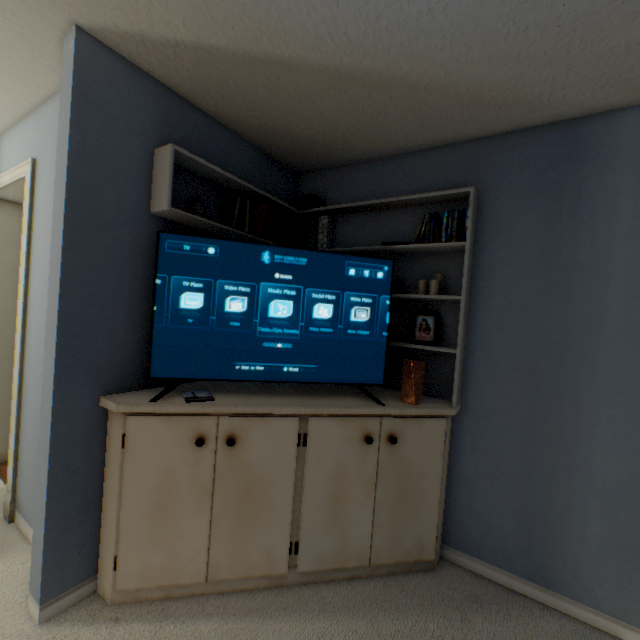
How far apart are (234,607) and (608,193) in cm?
267

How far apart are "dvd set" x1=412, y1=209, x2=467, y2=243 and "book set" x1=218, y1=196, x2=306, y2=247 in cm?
88

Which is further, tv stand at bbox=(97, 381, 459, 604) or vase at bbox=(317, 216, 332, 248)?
vase at bbox=(317, 216, 332, 248)

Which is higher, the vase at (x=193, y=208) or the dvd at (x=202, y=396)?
the vase at (x=193, y=208)

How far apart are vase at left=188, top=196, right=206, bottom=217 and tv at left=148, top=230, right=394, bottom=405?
0.2 meters

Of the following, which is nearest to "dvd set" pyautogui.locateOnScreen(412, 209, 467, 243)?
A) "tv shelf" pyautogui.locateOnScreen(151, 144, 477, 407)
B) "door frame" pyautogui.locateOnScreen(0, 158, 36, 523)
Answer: "tv shelf" pyautogui.locateOnScreen(151, 144, 477, 407)

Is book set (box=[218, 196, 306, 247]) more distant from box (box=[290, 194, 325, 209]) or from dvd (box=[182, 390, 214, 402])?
dvd (box=[182, 390, 214, 402])

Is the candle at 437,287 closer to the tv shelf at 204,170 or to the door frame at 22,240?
the tv shelf at 204,170
